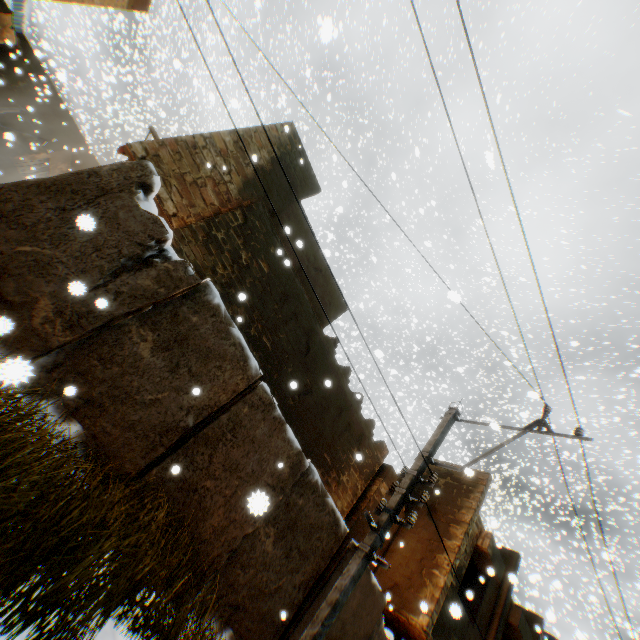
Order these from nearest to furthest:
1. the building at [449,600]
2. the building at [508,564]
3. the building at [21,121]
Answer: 1. the building at [449,600]
2. the building at [508,564]
3. the building at [21,121]

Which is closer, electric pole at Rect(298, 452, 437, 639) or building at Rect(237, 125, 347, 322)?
electric pole at Rect(298, 452, 437, 639)

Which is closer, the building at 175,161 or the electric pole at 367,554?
the electric pole at 367,554

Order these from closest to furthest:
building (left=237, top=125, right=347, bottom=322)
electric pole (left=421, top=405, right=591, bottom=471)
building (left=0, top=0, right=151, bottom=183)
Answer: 1. electric pole (left=421, top=405, right=591, bottom=471)
2. building (left=237, top=125, right=347, bottom=322)
3. building (left=0, top=0, right=151, bottom=183)

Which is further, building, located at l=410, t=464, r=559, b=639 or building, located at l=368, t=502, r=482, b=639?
building, located at l=410, t=464, r=559, b=639

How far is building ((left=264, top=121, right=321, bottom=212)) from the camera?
9.11m

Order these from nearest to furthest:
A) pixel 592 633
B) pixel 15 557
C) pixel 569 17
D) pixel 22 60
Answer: pixel 15 557
pixel 569 17
pixel 22 60
pixel 592 633
